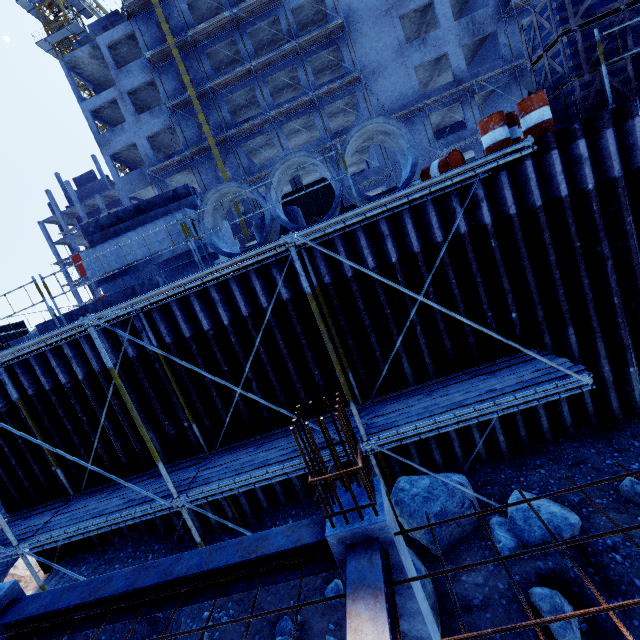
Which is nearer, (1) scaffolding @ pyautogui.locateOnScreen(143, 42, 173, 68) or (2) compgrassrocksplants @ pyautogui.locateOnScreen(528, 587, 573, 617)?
(2) compgrassrocksplants @ pyautogui.locateOnScreen(528, 587, 573, 617)

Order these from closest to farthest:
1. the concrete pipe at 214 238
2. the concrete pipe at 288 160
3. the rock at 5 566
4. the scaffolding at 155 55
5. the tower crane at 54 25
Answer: the concrete pipe at 288 160, the concrete pipe at 214 238, the rock at 5 566, the scaffolding at 155 55, the tower crane at 54 25

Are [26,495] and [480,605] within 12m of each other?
yes

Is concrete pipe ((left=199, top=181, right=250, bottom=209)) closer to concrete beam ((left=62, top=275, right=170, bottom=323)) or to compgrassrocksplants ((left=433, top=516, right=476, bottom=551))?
concrete beam ((left=62, top=275, right=170, bottom=323))

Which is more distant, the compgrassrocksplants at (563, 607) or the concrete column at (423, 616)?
the compgrassrocksplants at (563, 607)

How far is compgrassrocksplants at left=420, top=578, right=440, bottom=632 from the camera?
4.75m

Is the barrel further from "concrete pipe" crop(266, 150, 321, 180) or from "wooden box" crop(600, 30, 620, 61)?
"wooden box" crop(600, 30, 620, 61)

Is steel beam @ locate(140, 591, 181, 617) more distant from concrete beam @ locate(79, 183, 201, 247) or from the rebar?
concrete beam @ locate(79, 183, 201, 247)
